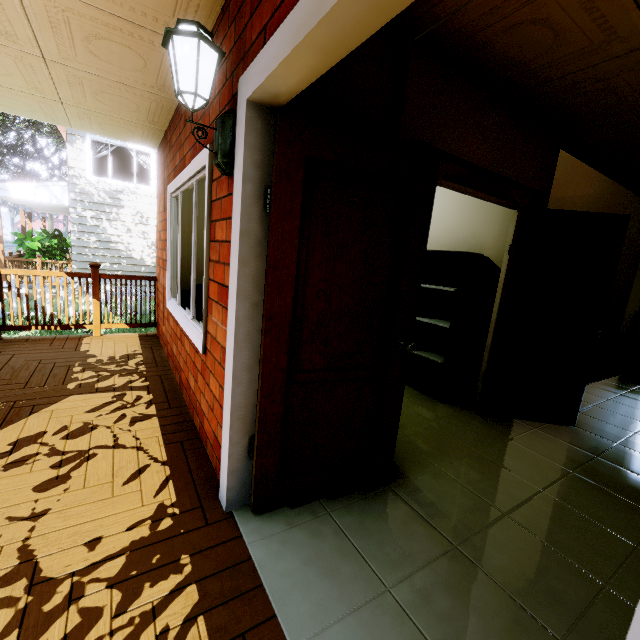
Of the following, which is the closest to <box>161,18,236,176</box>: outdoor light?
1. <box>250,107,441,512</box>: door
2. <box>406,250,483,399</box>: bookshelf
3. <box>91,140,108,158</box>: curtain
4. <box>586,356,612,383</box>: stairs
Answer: <box>250,107,441,512</box>: door

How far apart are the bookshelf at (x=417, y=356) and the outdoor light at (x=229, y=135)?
2.5 meters

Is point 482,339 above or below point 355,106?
below

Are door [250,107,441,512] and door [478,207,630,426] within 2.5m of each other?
yes

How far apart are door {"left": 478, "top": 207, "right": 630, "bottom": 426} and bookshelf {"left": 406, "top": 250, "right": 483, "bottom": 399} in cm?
30

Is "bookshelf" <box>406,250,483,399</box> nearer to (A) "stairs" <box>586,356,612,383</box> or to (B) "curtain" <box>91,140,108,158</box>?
(A) "stairs" <box>586,356,612,383</box>

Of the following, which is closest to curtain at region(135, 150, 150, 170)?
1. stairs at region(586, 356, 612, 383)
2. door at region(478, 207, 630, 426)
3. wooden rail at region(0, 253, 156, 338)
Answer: wooden rail at region(0, 253, 156, 338)

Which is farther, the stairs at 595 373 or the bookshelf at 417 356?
the stairs at 595 373
